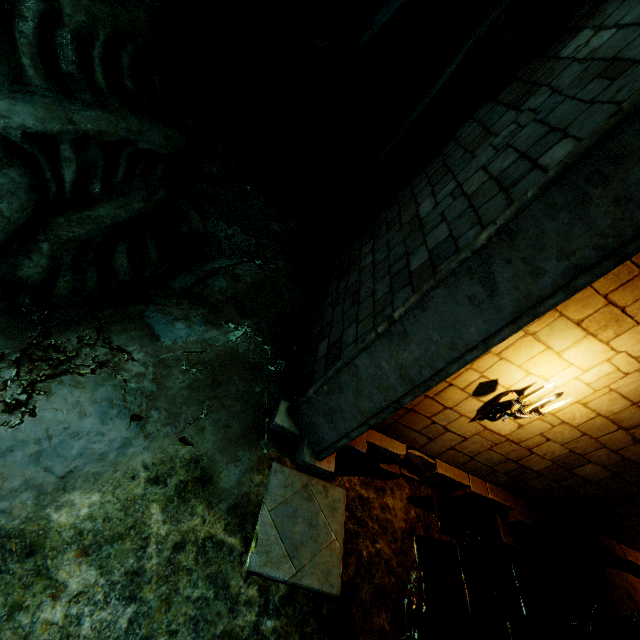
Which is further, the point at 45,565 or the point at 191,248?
the point at 191,248

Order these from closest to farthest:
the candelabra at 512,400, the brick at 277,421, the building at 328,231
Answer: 1. the building at 328,231
2. the candelabra at 512,400
3. the brick at 277,421

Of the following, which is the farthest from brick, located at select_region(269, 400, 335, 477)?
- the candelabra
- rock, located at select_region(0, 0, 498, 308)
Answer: rock, located at select_region(0, 0, 498, 308)

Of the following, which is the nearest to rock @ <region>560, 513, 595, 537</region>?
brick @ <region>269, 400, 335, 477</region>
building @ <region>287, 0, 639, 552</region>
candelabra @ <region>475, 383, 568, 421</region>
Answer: building @ <region>287, 0, 639, 552</region>

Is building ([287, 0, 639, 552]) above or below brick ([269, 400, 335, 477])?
above

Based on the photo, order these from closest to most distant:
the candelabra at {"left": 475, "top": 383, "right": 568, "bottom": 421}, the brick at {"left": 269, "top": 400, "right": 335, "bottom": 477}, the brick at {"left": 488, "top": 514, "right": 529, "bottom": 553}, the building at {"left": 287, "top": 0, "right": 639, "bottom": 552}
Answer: the building at {"left": 287, "top": 0, "right": 639, "bottom": 552} → the candelabra at {"left": 475, "top": 383, "right": 568, "bottom": 421} → the brick at {"left": 269, "top": 400, "right": 335, "bottom": 477} → the brick at {"left": 488, "top": 514, "right": 529, "bottom": 553}

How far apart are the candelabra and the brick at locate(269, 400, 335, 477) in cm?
193

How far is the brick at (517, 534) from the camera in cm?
510
